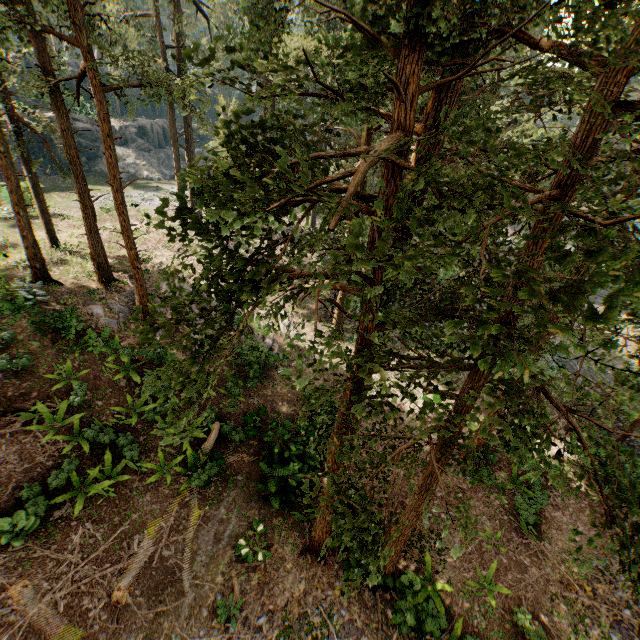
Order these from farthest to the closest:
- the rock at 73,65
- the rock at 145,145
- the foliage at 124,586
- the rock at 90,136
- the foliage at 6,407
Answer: the rock at 73,65, the rock at 145,145, the rock at 90,136, the foliage at 6,407, the foliage at 124,586

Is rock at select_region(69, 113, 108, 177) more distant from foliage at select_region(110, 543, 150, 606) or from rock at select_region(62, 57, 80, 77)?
foliage at select_region(110, 543, 150, 606)

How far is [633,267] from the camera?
3.1m

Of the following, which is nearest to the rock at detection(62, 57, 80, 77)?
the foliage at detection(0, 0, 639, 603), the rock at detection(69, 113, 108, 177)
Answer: the foliage at detection(0, 0, 639, 603)

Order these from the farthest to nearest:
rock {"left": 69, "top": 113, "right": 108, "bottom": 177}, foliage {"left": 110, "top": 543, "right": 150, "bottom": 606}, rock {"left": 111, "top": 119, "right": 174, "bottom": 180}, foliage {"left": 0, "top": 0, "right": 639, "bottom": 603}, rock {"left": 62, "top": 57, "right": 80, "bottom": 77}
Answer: rock {"left": 62, "top": 57, "right": 80, "bottom": 77} < rock {"left": 111, "top": 119, "right": 174, "bottom": 180} < rock {"left": 69, "top": 113, "right": 108, "bottom": 177} < foliage {"left": 110, "top": 543, "right": 150, "bottom": 606} < foliage {"left": 0, "top": 0, "right": 639, "bottom": 603}

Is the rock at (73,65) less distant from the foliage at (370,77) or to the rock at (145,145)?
the foliage at (370,77)
